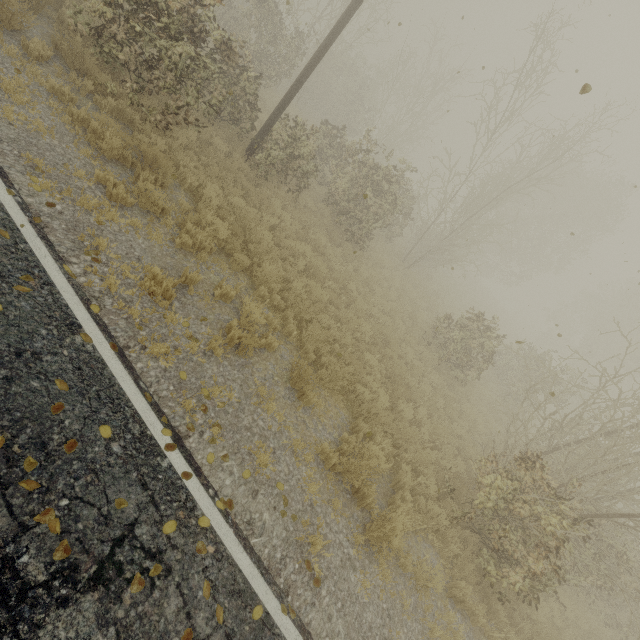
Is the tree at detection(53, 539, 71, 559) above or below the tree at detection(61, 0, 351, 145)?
below

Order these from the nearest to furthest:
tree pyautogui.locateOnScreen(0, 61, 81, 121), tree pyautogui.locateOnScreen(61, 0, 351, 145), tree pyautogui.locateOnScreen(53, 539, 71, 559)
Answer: tree pyautogui.locateOnScreen(53, 539, 71, 559), tree pyautogui.locateOnScreen(0, 61, 81, 121), tree pyautogui.locateOnScreen(61, 0, 351, 145)

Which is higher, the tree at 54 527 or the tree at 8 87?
the tree at 54 527

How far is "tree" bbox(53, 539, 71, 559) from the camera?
2.73m

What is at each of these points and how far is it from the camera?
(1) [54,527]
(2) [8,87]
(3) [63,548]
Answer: (1) tree, 2.8m
(2) tree, 5.6m
(3) tree, 2.8m

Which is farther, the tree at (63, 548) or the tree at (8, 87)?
the tree at (8, 87)

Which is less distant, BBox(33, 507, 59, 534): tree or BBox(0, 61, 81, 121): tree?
BBox(33, 507, 59, 534): tree
